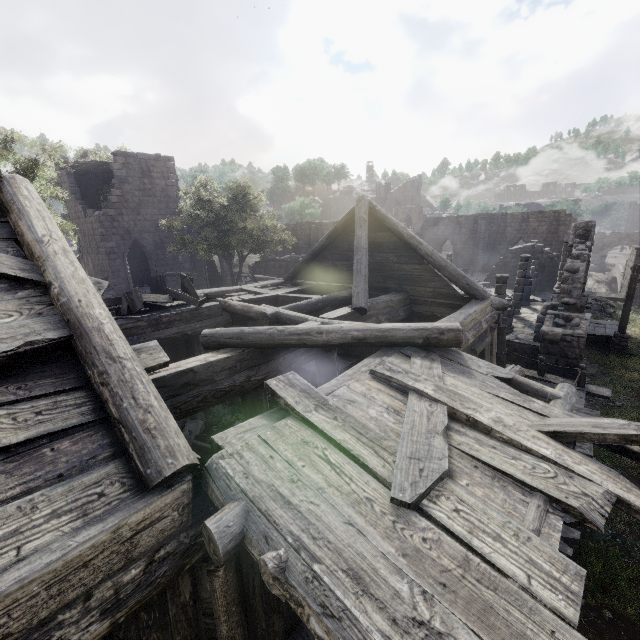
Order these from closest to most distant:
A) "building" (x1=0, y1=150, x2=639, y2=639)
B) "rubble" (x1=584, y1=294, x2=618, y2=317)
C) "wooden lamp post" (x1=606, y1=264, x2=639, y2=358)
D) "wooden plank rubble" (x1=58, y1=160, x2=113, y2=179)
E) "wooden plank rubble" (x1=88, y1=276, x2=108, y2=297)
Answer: "building" (x1=0, y1=150, x2=639, y2=639) → "wooden plank rubble" (x1=88, y1=276, x2=108, y2=297) → "wooden lamp post" (x1=606, y1=264, x2=639, y2=358) → "wooden plank rubble" (x1=58, y1=160, x2=113, y2=179) → "rubble" (x1=584, y1=294, x2=618, y2=317)

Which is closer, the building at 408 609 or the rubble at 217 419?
the building at 408 609

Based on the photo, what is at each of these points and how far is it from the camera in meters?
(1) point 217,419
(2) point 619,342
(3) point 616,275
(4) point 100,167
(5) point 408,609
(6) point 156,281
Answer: (1) rubble, 10.7
(2) wooden lamp post, 16.7
(3) bridge, 44.2
(4) wooden plank rubble, 22.7
(5) building, 2.1
(6) broken furniture, 11.1

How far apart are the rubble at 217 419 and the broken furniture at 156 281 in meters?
2.4 m

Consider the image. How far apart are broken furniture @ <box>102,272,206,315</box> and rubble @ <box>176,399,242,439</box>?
A: 2.4 meters

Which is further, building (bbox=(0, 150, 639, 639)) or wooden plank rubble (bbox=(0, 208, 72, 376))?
wooden plank rubble (bbox=(0, 208, 72, 376))

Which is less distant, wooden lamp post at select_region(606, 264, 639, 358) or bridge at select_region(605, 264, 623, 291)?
wooden lamp post at select_region(606, 264, 639, 358)

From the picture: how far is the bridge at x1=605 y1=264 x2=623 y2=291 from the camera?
41.8m
